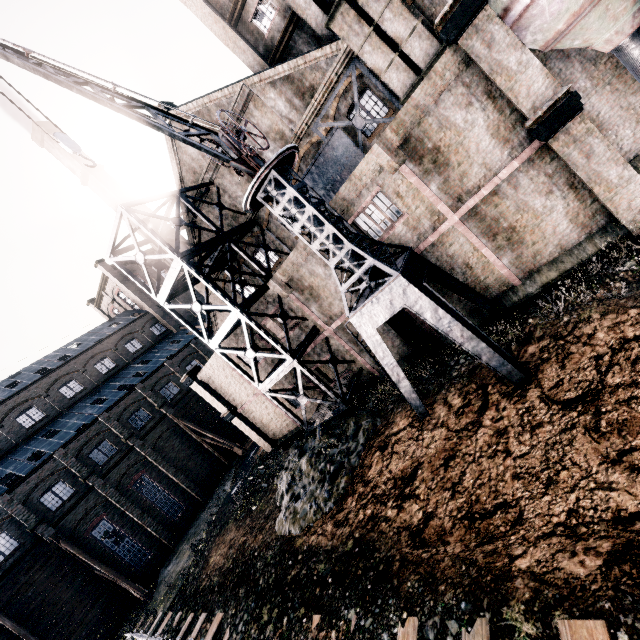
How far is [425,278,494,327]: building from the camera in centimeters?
1519cm

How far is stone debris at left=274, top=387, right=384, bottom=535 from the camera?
14.1 meters

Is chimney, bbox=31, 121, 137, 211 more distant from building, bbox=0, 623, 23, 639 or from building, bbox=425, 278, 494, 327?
building, bbox=0, 623, 23, 639

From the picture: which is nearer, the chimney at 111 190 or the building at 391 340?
the building at 391 340

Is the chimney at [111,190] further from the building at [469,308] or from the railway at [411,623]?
the railway at [411,623]

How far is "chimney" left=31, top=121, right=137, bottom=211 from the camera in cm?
3419

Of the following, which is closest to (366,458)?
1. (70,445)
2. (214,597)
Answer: (214,597)
